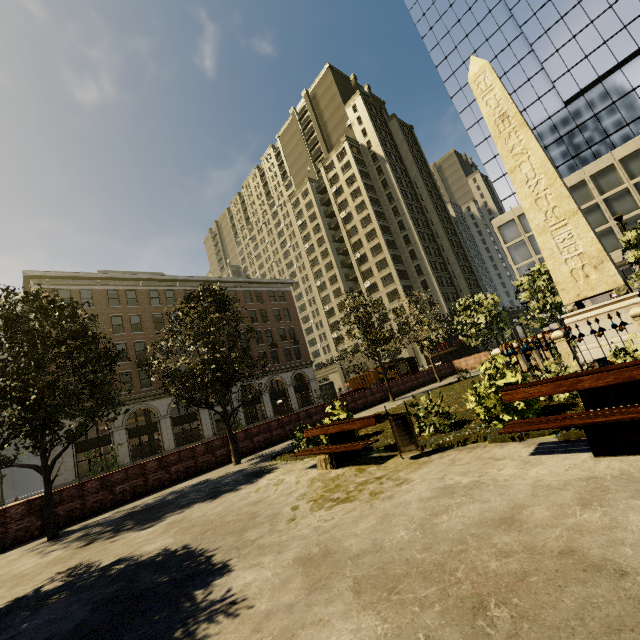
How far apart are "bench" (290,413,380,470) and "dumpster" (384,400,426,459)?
0.53m

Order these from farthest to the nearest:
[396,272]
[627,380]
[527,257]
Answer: [396,272], [527,257], [627,380]

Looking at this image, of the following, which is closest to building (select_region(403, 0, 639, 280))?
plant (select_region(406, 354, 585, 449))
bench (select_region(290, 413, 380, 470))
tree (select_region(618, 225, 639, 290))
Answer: tree (select_region(618, 225, 639, 290))

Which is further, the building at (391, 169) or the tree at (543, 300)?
the building at (391, 169)

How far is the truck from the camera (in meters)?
46.19

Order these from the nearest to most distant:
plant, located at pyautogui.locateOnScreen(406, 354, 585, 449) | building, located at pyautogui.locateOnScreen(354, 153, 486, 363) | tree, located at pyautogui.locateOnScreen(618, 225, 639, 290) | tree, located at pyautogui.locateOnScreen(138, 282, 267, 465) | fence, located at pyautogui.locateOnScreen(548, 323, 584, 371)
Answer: plant, located at pyautogui.locateOnScreen(406, 354, 585, 449), fence, located at pyautogui.locateOnScreen(548, 323, 584, 371), tree, located at pyautogui.locateOnScreen(138, 282, 267, 465), tree, located at pyautogui.locateOnScreen(618, 225, 639, 290), building, located at pyautogui.locateOnScreen(354, 153, 486, 363)

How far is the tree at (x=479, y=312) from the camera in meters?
23.9 m

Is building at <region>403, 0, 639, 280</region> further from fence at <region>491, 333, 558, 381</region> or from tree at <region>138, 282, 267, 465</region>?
fence at <region>491, 333, 558, 381</region>
